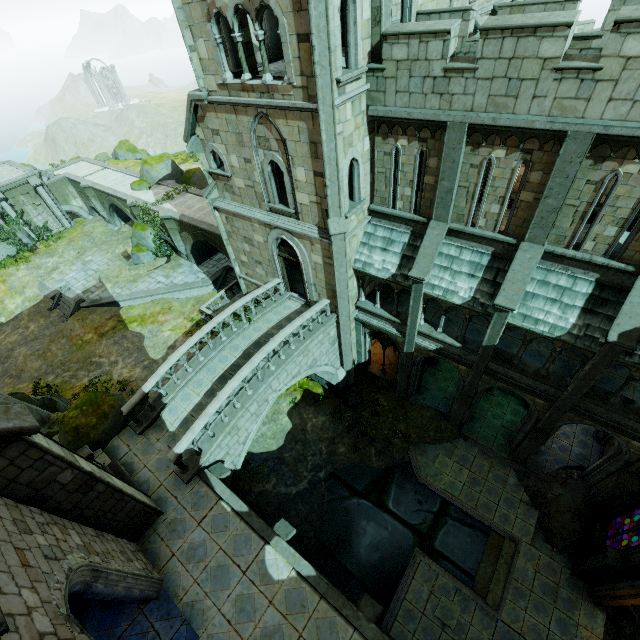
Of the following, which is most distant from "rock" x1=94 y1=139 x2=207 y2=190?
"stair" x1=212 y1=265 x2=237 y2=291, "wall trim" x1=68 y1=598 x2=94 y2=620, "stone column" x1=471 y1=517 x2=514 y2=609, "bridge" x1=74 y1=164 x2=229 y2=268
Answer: "wall trim" x1=68 y1=598 x2=94 y2=620

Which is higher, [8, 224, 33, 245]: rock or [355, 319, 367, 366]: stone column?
[8, 224, 33, 245]: rock

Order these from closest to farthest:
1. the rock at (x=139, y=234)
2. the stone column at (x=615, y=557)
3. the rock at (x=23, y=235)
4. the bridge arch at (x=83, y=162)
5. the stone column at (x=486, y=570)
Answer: the stone column at (x=615, y=557) → the stone column at (x=486, y=570) → the rock at (x=139, y=234) → the rock at (x=23, y=235) → the bridge arch at (x=83, y=162)

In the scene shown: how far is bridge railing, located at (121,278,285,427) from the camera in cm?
1241

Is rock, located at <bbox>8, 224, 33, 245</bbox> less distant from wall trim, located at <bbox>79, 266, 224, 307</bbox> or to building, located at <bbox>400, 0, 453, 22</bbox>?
wall trim, located at <bbox>79, 266, 224, 307</bbox>

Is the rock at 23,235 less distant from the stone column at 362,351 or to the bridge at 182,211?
the bridge at 182,211

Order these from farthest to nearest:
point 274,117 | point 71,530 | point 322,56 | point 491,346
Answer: point 491,346, point 274,117, point 322,56, point 71,530

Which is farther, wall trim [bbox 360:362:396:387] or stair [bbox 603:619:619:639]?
wall trim [bbox 360:362:396:387]
